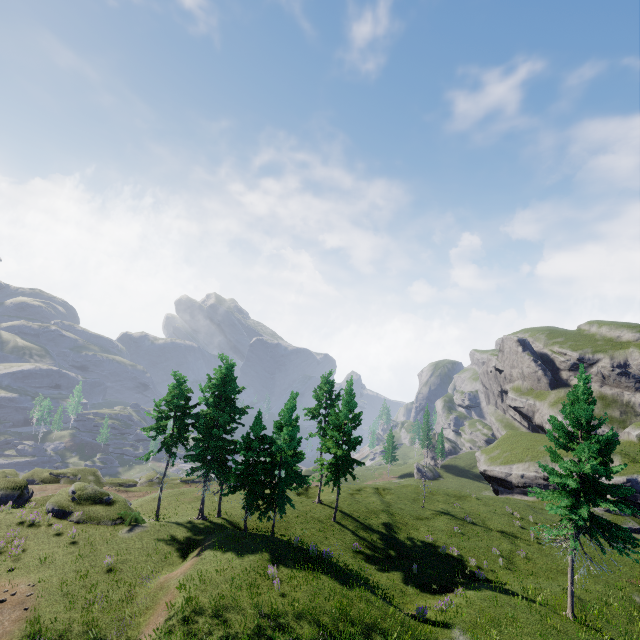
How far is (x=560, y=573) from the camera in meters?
26.3
